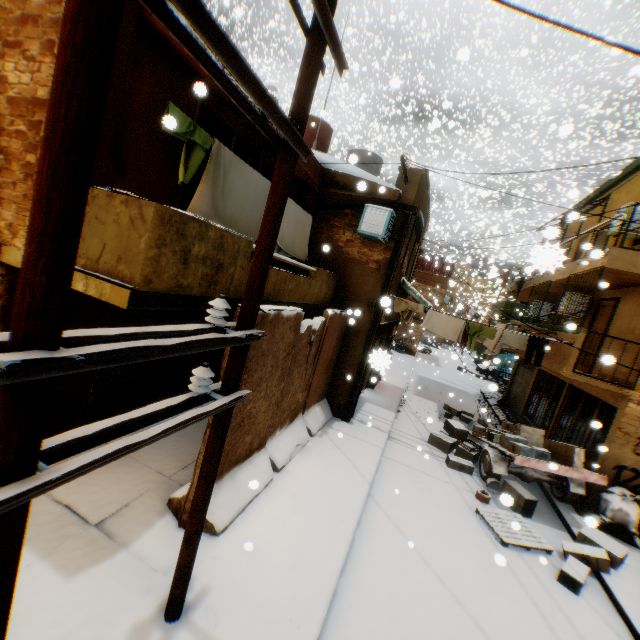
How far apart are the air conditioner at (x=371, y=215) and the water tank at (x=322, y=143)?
4.4m

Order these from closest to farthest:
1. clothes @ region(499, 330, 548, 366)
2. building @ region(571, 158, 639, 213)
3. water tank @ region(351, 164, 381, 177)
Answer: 1. clothes @ region(499, 330, 548, 366)
2. building @ region(571, 158, 639, 213)
3. water tank @ region(351, 164, 381, 177)

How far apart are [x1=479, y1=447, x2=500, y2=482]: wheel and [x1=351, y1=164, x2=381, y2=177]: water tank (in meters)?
10.34

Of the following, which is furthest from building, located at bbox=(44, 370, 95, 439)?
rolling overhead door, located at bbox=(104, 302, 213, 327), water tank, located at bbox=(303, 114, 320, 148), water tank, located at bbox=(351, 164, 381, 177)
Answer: water tank, located at bbox=(303, 114, 320, 148)

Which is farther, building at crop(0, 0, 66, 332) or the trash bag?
the trash bag

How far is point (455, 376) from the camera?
25.20m

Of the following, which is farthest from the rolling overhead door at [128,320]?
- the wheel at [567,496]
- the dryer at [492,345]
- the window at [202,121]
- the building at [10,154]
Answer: the wheel at [567,496]

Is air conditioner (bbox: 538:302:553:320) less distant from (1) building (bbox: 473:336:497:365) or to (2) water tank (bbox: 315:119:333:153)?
(1) building (bbox: 473:336:497:365)
